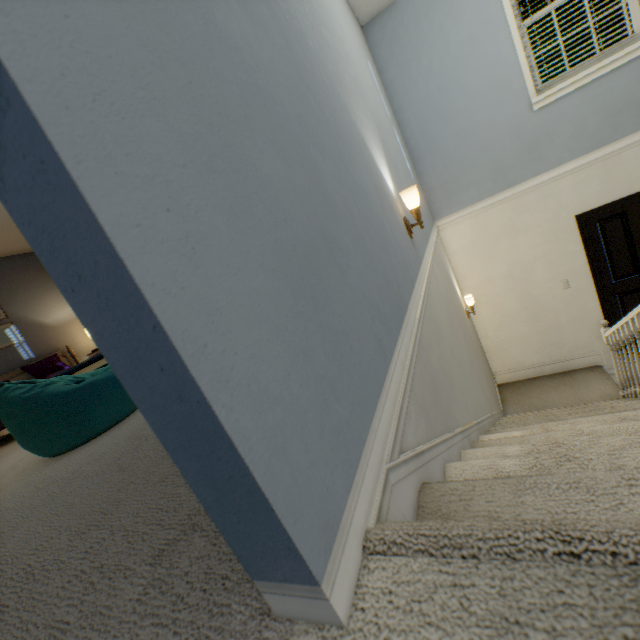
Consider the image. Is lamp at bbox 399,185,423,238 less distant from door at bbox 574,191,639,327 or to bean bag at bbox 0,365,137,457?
bean bag at bbox 0,365,137,457

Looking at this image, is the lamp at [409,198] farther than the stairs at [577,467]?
Yes

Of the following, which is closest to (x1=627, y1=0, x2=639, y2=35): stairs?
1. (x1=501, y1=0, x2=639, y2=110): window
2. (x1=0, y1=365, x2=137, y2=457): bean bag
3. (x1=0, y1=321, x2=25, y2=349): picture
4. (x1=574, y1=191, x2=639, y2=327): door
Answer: (x1=574, y1=191, x2=639, y2=327): door

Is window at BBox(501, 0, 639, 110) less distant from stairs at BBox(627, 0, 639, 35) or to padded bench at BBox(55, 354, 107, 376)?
stairs at BBox(627, 0, 639, 35)

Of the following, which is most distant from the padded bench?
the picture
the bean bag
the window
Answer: the window

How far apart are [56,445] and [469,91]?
5.02m

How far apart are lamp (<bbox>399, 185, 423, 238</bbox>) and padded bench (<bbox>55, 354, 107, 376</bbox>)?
3.54m

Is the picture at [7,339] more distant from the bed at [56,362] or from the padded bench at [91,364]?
the padded bench at [91,364]
